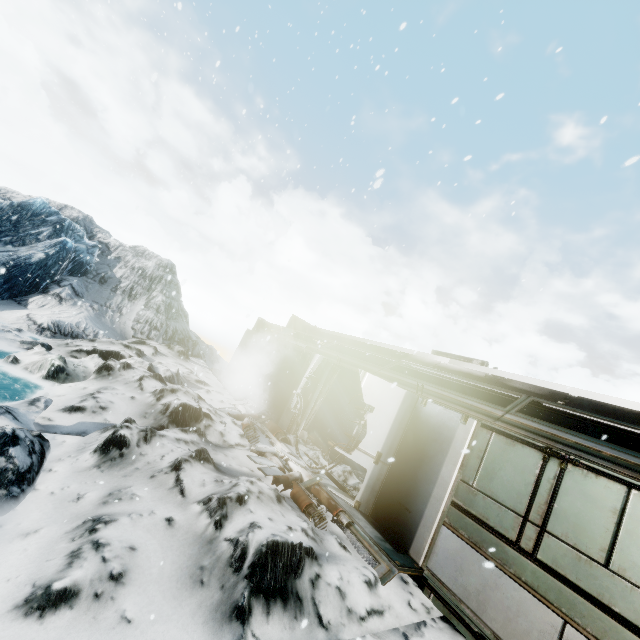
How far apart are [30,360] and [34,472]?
5.5m

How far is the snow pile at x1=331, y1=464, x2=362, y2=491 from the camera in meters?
8.1 m

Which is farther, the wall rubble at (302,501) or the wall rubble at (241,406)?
the wall rubble at (241,406)

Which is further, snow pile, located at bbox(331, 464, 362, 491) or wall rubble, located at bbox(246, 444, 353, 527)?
snow pile, located at bbox(331, 464, 362, 491)

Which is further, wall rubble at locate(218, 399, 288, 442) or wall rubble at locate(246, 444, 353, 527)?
wall rubble at locate(218, 399, 288, 442)

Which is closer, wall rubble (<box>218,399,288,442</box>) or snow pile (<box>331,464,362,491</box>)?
snow pile (<box>331,464,362,491</box>)

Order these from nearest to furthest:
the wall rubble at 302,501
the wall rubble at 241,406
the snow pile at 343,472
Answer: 1. the wall rubble at 302,501
2. the snow pile at 343,472
3. the wall rubble at 241,406

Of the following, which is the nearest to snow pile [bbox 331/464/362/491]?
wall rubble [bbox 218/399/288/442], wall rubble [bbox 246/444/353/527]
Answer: wall rubble [bbox 218/399/288/442]
